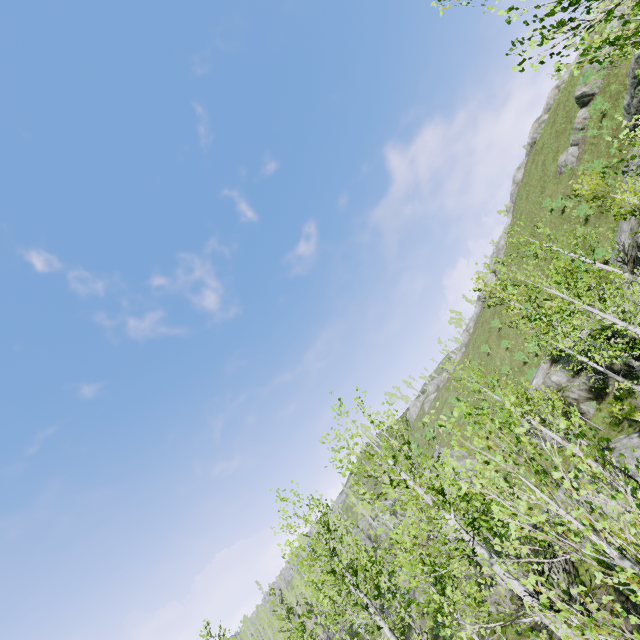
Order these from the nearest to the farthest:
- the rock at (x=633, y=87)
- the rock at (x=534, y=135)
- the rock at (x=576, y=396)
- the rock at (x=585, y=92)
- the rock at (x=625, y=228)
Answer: the rock at (x=625, y=228) < the rock at (x=633, y=87) < the rock at (x=576, y=396) < the rock at (x=585, y=92) < the rock at (x=534, y=135)

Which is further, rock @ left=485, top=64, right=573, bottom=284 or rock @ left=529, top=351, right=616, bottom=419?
rock @ left=485, top=64, right=573, bottom=284

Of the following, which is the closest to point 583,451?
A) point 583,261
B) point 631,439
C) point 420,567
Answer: point 420,567

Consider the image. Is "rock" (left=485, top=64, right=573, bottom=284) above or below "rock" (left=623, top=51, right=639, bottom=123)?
above

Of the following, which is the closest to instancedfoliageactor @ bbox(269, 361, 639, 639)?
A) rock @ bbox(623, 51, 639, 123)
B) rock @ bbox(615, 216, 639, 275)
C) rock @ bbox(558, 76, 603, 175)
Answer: rock @ bbox(615, 216, 639, 275)

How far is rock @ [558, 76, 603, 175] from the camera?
29.7 meters

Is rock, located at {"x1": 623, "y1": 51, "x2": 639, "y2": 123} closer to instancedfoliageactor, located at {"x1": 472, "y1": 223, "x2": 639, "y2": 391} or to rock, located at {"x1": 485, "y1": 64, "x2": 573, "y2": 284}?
instancedfoliageactor, located at {"x1": 472, "y1": 223, "x2": 639, "y2": 391}

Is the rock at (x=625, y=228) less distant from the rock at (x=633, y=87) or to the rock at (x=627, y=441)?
the rock at (x=633, y=87)
